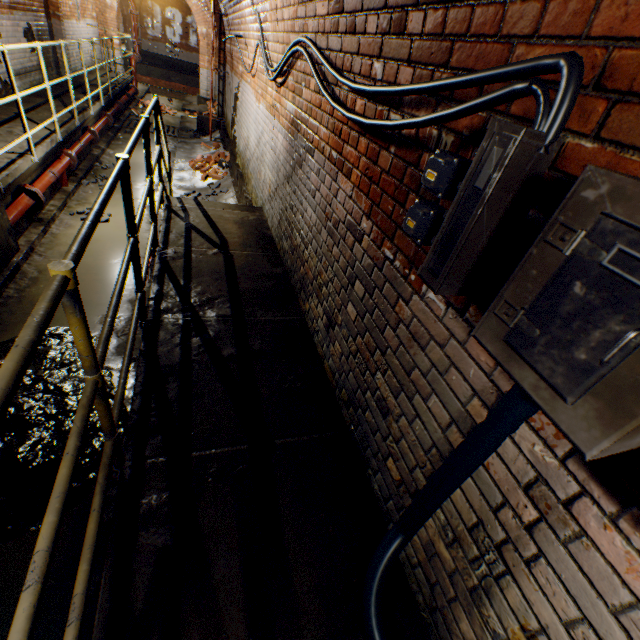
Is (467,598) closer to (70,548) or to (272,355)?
(272,355)

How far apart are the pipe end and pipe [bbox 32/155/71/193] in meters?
0.0

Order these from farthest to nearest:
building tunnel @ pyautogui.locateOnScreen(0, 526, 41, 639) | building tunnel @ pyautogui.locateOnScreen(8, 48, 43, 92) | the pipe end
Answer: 1. building tunnel @ pyautogui.locateOnScreen(8, 48, 43, 92)
2. the pipe end
3. building tunnel @ pyautogui.locateOnScreen(0, 526, 41, 639)

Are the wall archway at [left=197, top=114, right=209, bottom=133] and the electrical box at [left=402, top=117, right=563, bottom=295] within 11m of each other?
no

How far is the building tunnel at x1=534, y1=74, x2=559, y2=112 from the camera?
0.87m

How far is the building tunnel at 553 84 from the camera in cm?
87

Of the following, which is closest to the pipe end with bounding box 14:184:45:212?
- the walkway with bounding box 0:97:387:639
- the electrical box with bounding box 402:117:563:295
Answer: the walkway with bounding box 0:97:387:639

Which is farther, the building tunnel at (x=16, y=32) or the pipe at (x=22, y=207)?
the building tunnel at (x=16, y=32)
